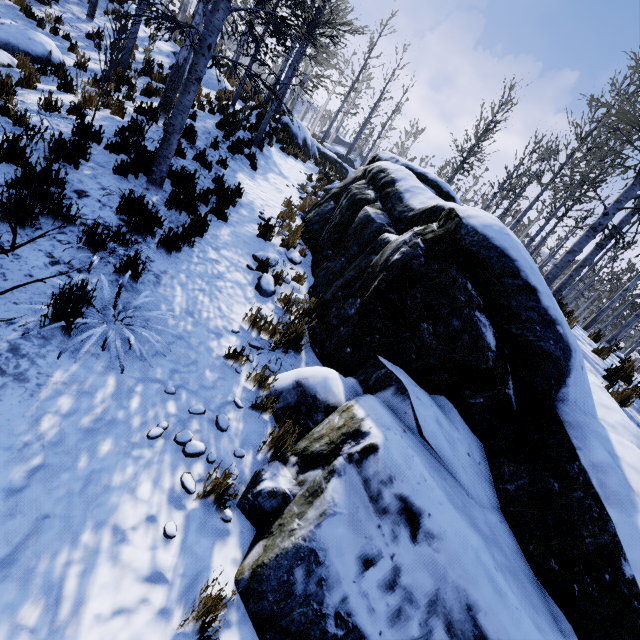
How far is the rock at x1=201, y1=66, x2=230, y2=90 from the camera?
15.6 meters

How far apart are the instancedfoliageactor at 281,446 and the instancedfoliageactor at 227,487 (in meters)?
0.47

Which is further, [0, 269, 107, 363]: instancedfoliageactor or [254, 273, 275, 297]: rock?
[254, 273, 275, 297]: rock

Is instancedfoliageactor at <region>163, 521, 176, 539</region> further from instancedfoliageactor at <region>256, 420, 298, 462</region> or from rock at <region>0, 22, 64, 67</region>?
rock at <region>0, 22, 64, 67</region>

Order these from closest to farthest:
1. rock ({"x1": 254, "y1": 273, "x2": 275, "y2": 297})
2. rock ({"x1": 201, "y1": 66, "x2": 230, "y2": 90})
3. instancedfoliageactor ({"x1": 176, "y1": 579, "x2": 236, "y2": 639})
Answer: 1. instancedfoliageactor ({"x1": 176, "y1": 579, "x2": 236, "y2": 639})
2. rock ({"x1": 254, "y1": 273, "x2": 275, "y2": 297})
3. rock ({"x1": 201, "y1": 66, "x2": 230, "y2": 90})

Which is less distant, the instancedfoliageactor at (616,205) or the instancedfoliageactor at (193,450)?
the instancedfoliageactor at (193,450)

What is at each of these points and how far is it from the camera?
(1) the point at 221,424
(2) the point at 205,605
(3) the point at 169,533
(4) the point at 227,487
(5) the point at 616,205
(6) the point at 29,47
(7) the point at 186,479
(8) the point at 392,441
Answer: (1) instancedfoliageactor, 3.0m
(2) instancedfoliageactor, 1.9m
(3) instancedfoliageactor, 2.1m
(4) instancedfoliageactor, 2.4m
(5) instancedfoliageactor, 7.5m
(6) rock, 8.2m
(7) instancedfoliageactor, 2.5m
(8) rock, 2.5m

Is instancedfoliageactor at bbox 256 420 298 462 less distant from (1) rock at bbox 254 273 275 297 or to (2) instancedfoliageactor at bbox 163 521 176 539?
(1) rock at bbox 254 273 275 297
